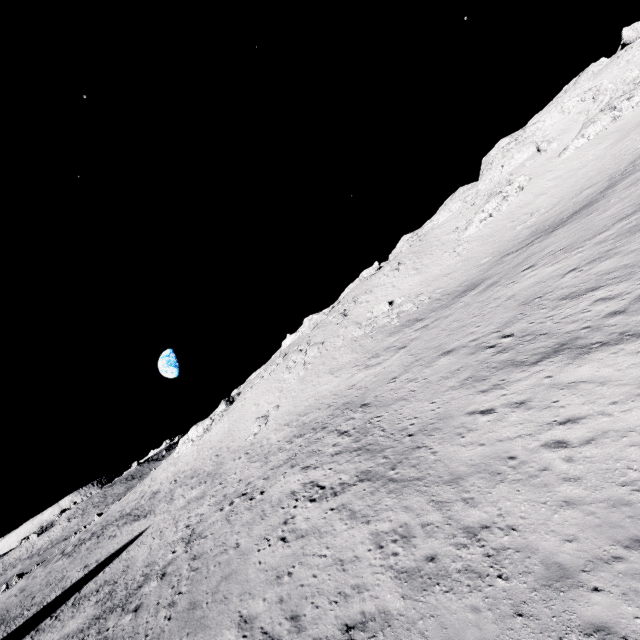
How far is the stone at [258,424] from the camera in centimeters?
3756cm

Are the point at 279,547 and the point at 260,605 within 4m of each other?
yes

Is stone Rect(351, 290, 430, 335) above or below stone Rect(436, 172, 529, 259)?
below

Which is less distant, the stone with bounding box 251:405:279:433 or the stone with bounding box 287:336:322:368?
the stone with bounding box 251:405:279:433

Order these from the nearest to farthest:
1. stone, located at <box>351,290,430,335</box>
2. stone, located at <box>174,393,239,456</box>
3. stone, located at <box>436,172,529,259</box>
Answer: stone, located at <box>351,290,430,335</box>
stone, located at <box>436,172,529,259</box>
stone, located at <box>174,393,239,456</box>

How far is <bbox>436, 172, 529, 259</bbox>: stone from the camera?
46.2 meters

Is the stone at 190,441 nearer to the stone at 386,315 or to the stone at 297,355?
the stone at 297,355

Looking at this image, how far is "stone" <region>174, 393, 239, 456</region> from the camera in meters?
54.2
